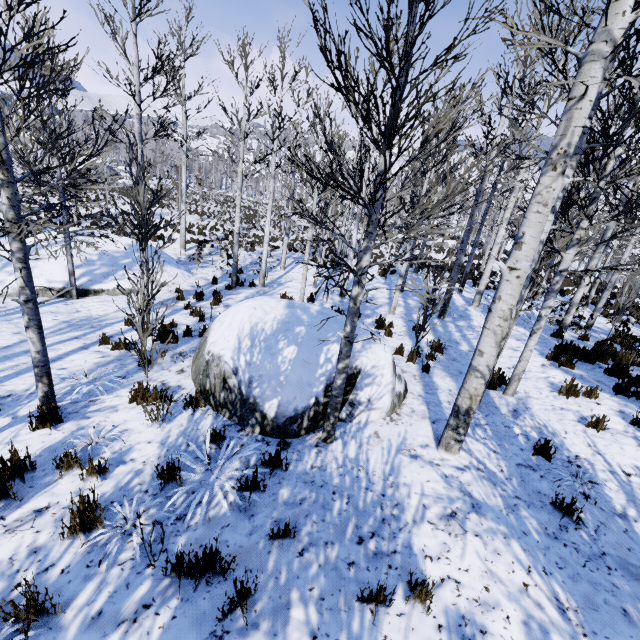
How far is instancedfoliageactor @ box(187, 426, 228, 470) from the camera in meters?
4.0

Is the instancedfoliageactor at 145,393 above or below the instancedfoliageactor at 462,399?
below

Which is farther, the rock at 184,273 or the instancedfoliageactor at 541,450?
the rock at 184,273

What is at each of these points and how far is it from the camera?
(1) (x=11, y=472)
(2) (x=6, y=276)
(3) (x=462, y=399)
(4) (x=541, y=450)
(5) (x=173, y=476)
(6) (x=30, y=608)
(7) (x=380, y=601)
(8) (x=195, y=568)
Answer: (1) instancedfoliageactor, 3.46m
(2) rock, 10.84m
(3) instancedfoliageactor, 4.08m
(4) instancedfoliageactor, 4.52m
(5) instancedfoliageactor, 3.57m
(6) instancedfoliageactor, 2.26m
(7) instancedfoliageactor, 2.55m
(8) instancedfoliageactor, 2.50m

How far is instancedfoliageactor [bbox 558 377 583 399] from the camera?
6.2 meters

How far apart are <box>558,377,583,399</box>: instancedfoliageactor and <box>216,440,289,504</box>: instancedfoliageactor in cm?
609

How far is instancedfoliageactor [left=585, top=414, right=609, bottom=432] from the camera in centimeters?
519cm

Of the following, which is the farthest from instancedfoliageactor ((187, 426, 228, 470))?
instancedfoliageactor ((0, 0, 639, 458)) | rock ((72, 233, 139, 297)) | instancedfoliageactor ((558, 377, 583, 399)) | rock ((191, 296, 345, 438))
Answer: instancedfoliageactor ((558, 377, 583, 399))
